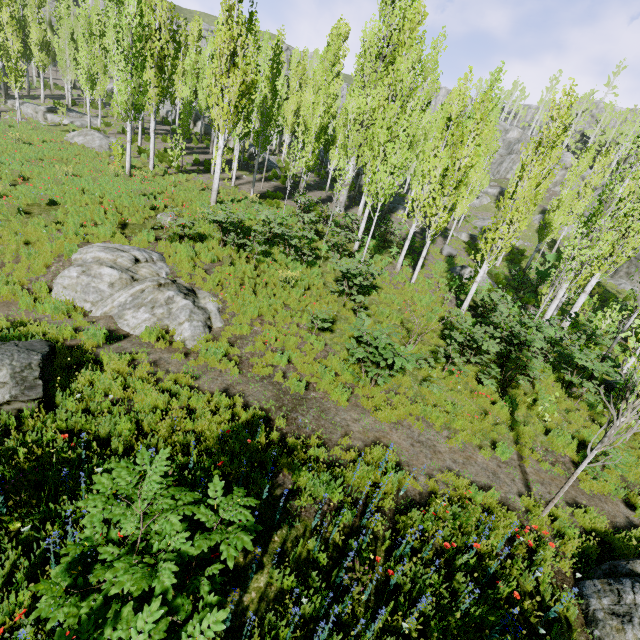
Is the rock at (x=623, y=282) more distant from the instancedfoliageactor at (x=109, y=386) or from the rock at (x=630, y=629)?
the rock at (x=630, y=629)

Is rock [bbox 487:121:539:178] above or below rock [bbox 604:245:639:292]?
above

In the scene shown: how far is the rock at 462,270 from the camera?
20.7m

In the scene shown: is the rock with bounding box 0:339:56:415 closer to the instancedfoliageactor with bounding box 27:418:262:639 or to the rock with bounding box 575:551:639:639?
the instancedfoliageactor with bounding box 27:418:262:639

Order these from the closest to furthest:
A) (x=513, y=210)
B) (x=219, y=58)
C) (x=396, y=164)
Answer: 1. (x=513, y=210)
2. (x=219, y=58)
3. (x=396, y=164)

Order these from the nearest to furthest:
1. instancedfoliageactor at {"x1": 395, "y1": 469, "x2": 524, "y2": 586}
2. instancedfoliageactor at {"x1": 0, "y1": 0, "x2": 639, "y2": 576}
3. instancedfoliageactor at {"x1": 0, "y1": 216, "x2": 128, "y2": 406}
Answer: instancedfoliageactor at {"x1": 395, "y1": 469, "x2": 524, "y2": 586} < instancedfoliageactor at {"x1": 0, "y1": 216, "x2": 128, "y2": 406} < instancedfoliageactor at {"x1": 0, "y1": 0, "x2": 639, "y2": 576}

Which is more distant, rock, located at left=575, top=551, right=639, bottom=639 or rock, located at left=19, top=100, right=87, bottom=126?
rock, located at left=19, top=100, right=87, bottom=126

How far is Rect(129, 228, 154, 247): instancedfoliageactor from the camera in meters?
11.5 m
